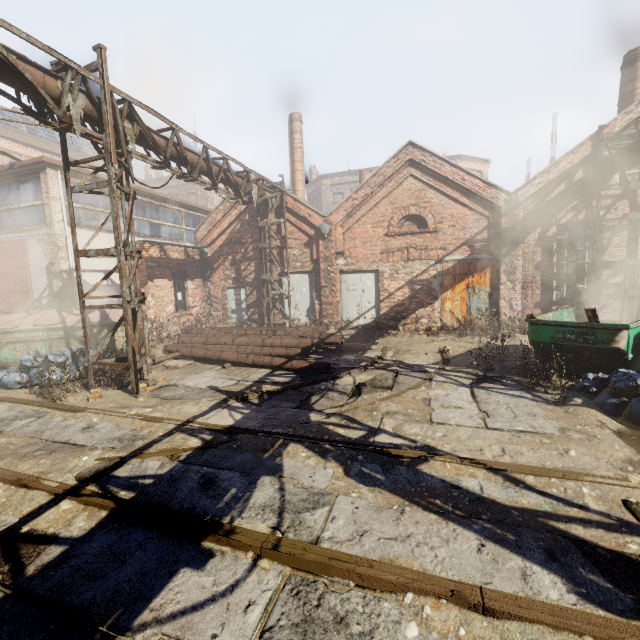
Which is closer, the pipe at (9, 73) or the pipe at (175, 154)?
the pipe at (9, 73)

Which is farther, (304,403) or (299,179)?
(299,179)

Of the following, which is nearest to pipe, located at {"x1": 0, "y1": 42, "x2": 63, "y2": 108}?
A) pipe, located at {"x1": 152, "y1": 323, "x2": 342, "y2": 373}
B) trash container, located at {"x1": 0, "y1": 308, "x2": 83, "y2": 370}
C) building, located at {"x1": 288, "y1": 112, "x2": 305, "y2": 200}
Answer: pipe, located at {"x1": 152, "y1": 323, "x2": 342, "y2": 373}

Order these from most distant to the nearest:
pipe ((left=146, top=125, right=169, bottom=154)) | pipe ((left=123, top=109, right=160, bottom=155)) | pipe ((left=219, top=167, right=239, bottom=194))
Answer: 1. pipe ((left=219, top=167, right=239, bottom=194))
2. pipe ((left=146, top=125, right=169, bottom=154))
3. pipe ((left=123, top=109, right=160, bottom=155))

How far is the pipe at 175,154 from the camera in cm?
849

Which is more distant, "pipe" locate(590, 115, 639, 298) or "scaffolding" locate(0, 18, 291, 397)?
"pipe" locate(590, 115, 639, 298)

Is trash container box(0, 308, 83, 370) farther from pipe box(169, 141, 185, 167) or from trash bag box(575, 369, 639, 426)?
trash bag box(575, 369, 639, 426)

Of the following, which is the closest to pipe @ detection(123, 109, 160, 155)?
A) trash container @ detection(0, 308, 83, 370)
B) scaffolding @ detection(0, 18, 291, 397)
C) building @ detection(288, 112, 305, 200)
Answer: scaffolding @ detection(0, 18, 291, 397)
